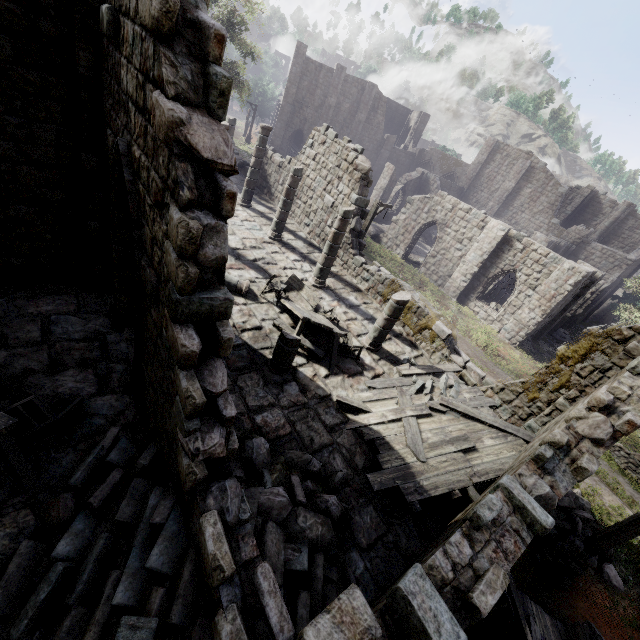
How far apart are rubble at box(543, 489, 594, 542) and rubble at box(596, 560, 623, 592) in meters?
0.2

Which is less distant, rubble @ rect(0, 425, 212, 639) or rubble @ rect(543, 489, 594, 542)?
rubble @ rect(0, 425, 212, 639)

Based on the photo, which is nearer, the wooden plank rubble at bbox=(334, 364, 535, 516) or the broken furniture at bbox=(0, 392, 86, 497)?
the broken furniture at bbox=(0, 392, 86, 497)

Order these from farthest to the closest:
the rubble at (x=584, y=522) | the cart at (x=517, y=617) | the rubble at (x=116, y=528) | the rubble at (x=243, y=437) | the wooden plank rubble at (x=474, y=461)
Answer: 1. the rubble at (x=584, y=522)
2. the wooden plank rubble at (x=474, y=461)
3. the cart at (x=517, y=617)
4. the rubble at (x=243, y=437)
5. the rubble at (x=116, y=528)

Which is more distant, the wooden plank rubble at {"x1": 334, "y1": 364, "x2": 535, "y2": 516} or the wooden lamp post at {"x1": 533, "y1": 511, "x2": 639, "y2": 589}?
the wooden lamp post at {"x1": 533, "y1": 511, "x2": 639, "y2": 589}

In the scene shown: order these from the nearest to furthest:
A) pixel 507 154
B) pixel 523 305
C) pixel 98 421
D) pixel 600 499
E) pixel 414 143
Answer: pixel 98 421
pixel 600 499
pixel 523 305
pixel 507 154
pixel 414 143

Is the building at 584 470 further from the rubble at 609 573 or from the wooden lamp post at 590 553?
the rubble at 609 573

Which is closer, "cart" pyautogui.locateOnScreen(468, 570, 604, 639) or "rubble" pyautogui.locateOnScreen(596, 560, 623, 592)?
"cart" pyautogui.locateOnScreen(468, 570, 604, 639)
